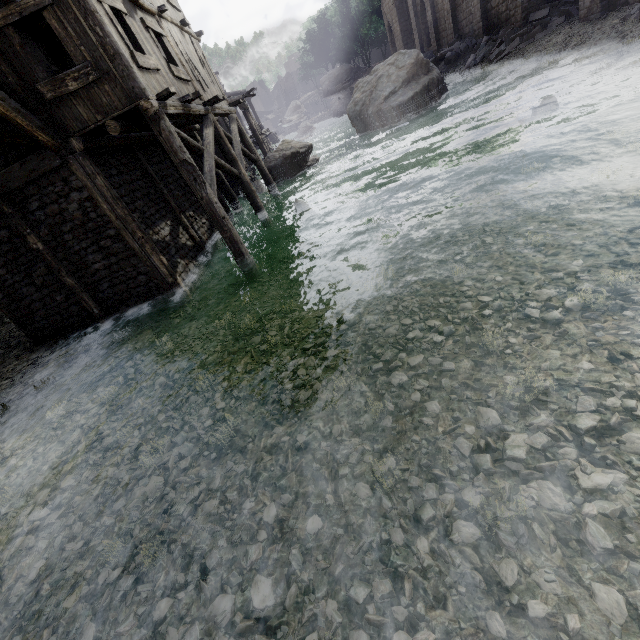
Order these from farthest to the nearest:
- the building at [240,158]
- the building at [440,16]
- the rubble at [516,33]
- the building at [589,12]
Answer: the building at [440,16] < the rubble at [516,33] < the building at [589,12] < the building at [240,158]

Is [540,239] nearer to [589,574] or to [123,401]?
[589,574]

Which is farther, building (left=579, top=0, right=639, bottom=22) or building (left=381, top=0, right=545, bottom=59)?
building (left=381, top=0, right=545, bottom=59)

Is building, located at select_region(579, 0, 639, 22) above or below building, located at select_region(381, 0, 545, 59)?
below

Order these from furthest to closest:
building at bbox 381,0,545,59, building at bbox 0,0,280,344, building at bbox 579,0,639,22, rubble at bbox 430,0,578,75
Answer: building at bbox 381,0,545,59, rubble at bbox 430,0,578,75, building at bbox 579,0,639,22, building at bbox 0,0,280,344

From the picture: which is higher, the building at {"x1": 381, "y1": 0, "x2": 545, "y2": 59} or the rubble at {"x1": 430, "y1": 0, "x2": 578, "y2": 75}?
the building at {"x1": 381, "y1": 0, "x2": 545, "y2": 59}

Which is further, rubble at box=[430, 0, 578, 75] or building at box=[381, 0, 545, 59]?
building at box=[381, 0, 545, 59]

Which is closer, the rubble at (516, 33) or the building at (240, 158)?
the building at (240, 158)
